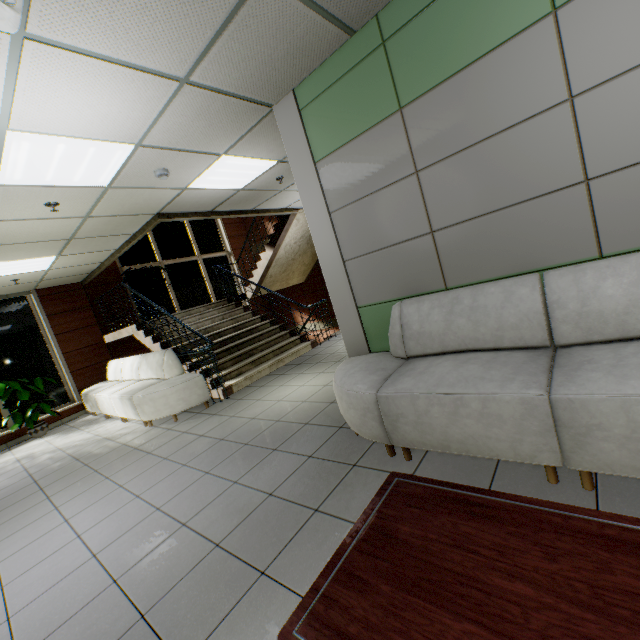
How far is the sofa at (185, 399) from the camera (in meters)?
5.09

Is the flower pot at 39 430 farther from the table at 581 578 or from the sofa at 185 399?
the table at 581 578

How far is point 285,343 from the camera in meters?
7.2

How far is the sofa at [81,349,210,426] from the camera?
5.1 meters

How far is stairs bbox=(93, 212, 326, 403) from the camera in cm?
607

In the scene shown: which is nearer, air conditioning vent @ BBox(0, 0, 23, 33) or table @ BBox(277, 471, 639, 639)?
table @ BBox(277, 471, 639, 639)

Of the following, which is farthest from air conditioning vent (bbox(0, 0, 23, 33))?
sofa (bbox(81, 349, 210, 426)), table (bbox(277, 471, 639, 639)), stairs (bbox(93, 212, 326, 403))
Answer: sofa (bbox(81, 349, 210, 426))

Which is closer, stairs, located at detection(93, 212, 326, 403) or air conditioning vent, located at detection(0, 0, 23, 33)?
air conditioning vent, located at detection(0, 0, 23, 33)
